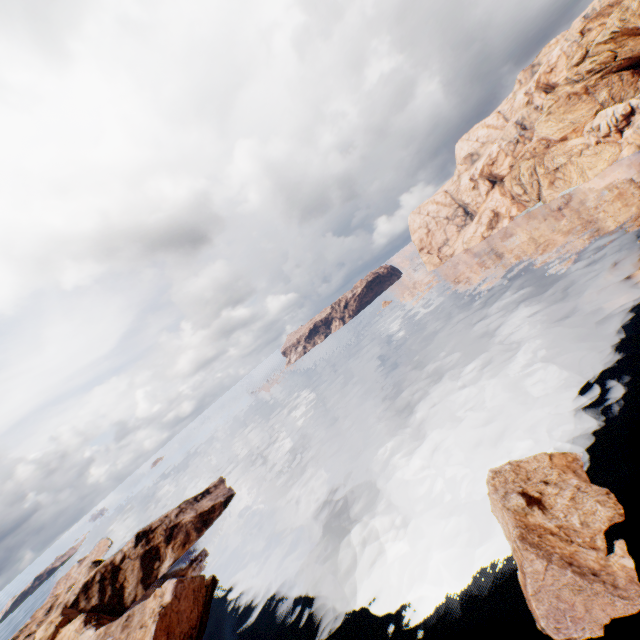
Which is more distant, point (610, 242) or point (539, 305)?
point (610, 242)

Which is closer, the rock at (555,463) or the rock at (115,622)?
the rock at (555,463)

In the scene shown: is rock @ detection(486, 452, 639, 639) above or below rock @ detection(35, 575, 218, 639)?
below

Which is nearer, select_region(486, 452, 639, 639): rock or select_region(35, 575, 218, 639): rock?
select_region(486, 452, 639, 639): rock

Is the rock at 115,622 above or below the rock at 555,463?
above
